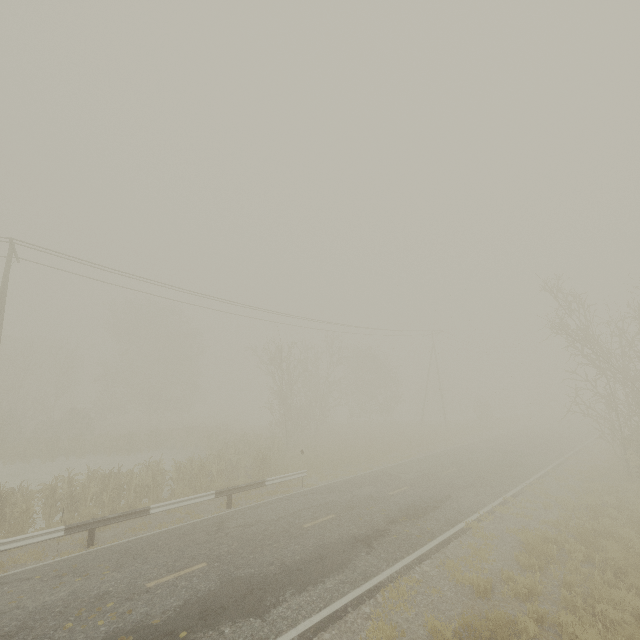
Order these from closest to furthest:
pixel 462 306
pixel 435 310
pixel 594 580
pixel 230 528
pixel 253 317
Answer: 1. pixel 594 580
2. pixel 230 528
3. pixel 435 310
4. pixel 253 317
5. pixel 462 306
